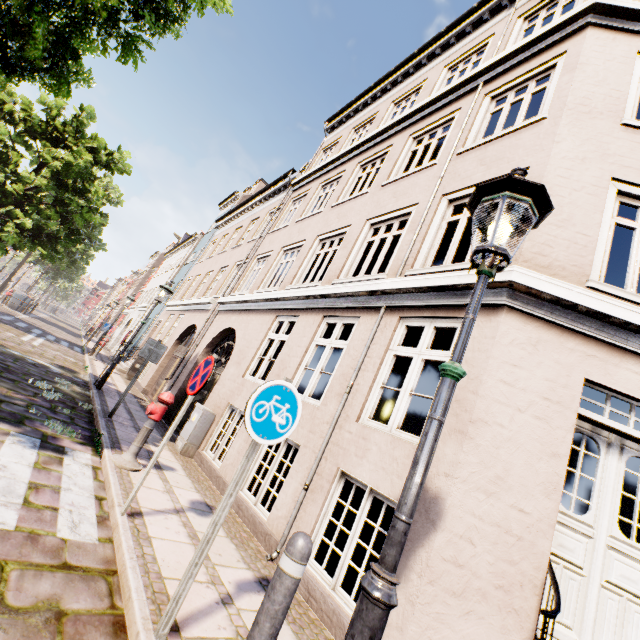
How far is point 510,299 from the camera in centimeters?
389cm

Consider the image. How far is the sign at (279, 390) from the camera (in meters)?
2.59

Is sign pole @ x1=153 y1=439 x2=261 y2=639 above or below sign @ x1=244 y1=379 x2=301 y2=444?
below

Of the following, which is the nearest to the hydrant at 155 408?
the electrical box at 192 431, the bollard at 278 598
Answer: the electrical box at 192 431

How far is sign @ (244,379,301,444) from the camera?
2.6m

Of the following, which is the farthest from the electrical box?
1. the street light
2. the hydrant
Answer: the street light

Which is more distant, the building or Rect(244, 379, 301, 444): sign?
the building

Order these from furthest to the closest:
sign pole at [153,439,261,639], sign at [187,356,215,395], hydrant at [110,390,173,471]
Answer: hydrant at [110,390,173,471]
sign at [187,356,215,395]
sign pole at [153,439,261,639]
